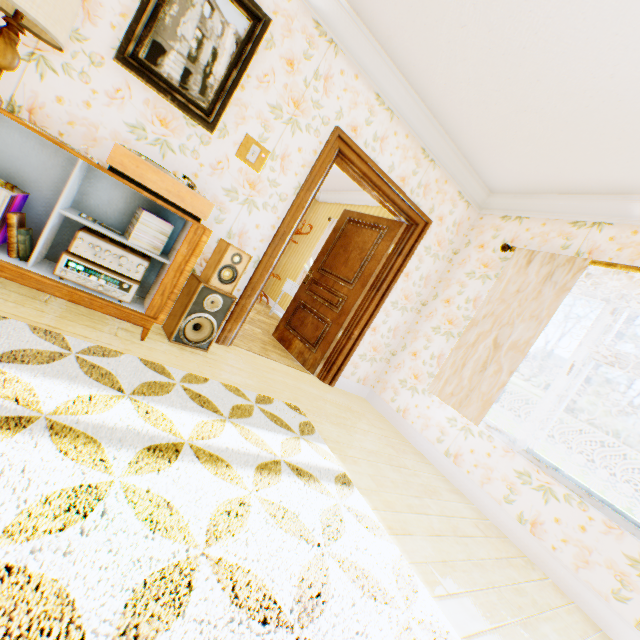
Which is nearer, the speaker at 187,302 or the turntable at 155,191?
the turntable at 155,191

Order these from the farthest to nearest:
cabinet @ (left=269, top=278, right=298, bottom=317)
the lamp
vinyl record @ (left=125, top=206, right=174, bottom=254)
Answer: cabinet @ (left=269, top=278, right=298, bottom=317) < vinyl record @ (left=125, top=206, right=174, bottom=254) < the lamp

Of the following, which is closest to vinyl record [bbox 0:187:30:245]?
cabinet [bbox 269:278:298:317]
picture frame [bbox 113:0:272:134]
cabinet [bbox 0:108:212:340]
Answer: cabinet [bbox 0:108:212:340]

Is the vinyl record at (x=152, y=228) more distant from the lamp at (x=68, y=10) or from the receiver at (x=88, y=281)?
the lamp at (x=68, y=10)

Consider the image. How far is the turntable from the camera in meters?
2.0 m

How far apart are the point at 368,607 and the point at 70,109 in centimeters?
341cm

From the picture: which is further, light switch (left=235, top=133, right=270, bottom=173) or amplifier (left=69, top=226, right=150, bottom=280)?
light switch (left=235, top=133, right=270, bottom=173)

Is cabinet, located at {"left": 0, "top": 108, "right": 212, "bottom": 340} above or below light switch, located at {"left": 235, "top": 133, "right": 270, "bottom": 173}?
below
